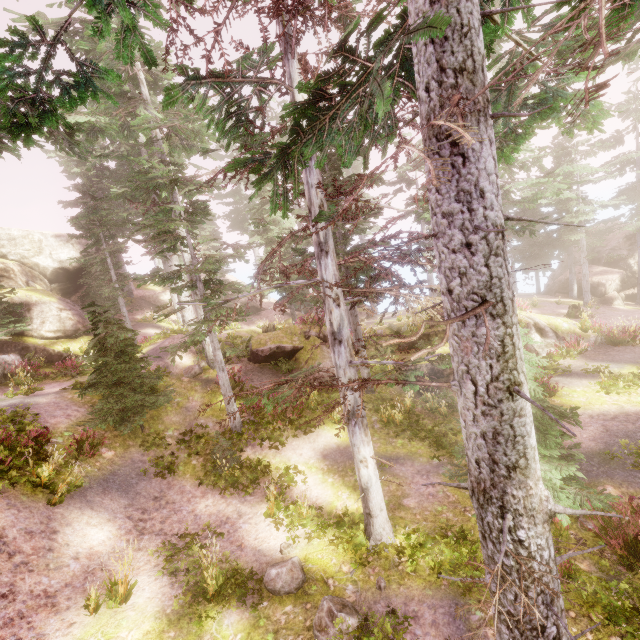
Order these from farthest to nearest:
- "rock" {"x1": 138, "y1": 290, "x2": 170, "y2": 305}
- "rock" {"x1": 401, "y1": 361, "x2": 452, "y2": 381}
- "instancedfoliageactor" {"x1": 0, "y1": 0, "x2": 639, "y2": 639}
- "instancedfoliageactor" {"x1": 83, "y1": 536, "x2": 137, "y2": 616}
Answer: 1. "rock" {"x1": 138, "y1": 290, "x2": 170, "y2": 305}
2. "rock" {"x1": 401, "y1": 361, "x2": 452, "y2": 381}
3. "instancedfoliageactor" {"x1": 83, "y1": 536, "x2": 137, "y2": 616}
4. "instancedfoliageactor" {"x1": 0, "y1": 0, "x2": 639, "y2": 639}

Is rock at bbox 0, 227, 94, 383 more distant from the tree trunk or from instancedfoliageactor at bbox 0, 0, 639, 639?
the tree trunk

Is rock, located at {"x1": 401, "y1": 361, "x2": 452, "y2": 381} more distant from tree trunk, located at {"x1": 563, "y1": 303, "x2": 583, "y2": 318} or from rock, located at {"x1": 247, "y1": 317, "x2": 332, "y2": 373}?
tree trunk, located at {"x1": 563, "y1": 303, "x2": 583, "y2": 318}

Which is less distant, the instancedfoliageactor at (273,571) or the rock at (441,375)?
the instancedfoliageactor at (273,571)

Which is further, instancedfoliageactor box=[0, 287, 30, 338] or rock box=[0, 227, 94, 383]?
rock box=[0, 227, 94, 383]

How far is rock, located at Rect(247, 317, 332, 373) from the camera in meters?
16.3

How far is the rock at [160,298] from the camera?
32.81m

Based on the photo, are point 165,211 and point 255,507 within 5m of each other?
no
